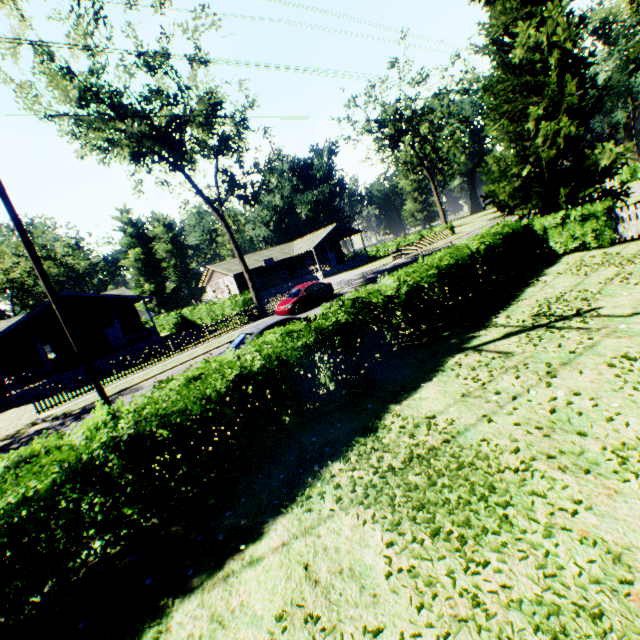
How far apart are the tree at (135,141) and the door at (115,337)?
13.7m

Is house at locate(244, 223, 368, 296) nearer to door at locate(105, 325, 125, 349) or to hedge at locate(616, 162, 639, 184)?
door at locate(105, 325, 125, 349)

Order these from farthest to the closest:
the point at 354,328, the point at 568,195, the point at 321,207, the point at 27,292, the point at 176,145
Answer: the point at 321,207 < the point at 27,292 < the point at 176,145 < the point at 568,195 < the point at 354,328

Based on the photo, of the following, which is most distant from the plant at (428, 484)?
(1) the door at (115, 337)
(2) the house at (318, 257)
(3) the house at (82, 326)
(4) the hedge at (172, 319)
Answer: (1) the door at (115, 337)

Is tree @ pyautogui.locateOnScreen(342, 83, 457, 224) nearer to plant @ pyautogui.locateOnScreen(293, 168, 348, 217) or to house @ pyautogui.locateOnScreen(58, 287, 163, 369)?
plant @ pyautogui.locateOnScreen(293, 168, 348, 217)

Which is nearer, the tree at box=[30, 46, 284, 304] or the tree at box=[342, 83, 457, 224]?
the tree at box=[30, 46, 284, 304]

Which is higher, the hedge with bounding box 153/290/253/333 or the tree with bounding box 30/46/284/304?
the tree with bounding box 30/46/284/304

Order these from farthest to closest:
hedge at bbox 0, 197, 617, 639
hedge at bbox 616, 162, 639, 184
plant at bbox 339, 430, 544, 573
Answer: hedge at bbox 616, 162, 639, 184 < hedge at bbox 0, 197, 617, 639 < plant at bbox 339, 430, 544, 573
